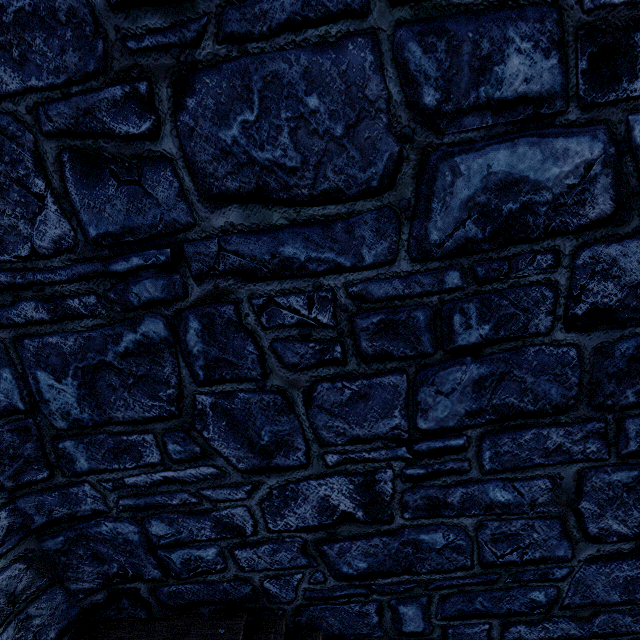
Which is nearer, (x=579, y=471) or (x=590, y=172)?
(x=590, y=172)
